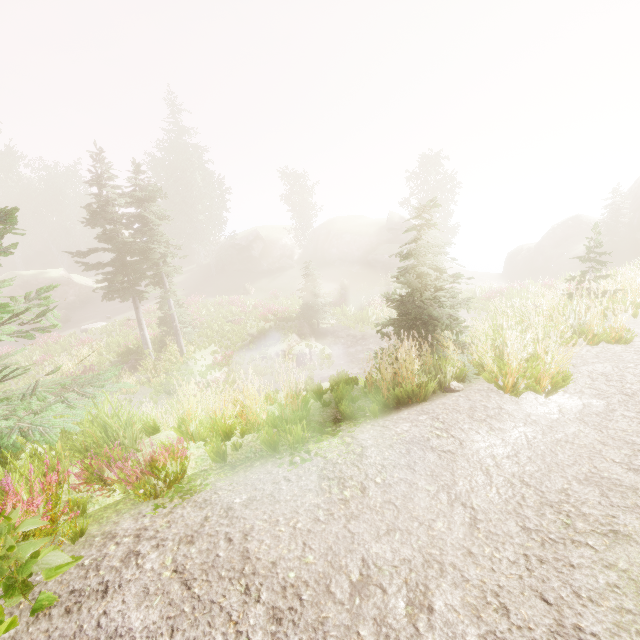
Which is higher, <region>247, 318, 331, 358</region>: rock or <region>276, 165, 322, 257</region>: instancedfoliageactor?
<region>276, 165, 322, 257</region>: instancedfoliageactor

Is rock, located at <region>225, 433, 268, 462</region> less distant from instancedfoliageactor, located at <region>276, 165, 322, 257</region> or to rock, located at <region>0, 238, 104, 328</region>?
instancedfoliageactor, located at <region>276, 165, 322, 257</region>

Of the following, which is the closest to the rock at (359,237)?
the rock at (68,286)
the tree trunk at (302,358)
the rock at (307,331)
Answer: the rock at (68,286)

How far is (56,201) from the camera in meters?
44.9 m

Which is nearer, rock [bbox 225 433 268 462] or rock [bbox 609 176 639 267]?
rock [bbox 225 433 268 462]

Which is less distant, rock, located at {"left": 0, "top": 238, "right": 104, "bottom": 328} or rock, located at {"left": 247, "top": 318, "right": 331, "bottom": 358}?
rock, located at {"left": 247, "top": 318, "right": 331, "bottom": 358}

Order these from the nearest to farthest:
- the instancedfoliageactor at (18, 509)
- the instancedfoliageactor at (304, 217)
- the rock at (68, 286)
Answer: the instancedfoliageactor at (18, 509)
the rock at (68, 286)
the instancedfoliageactor at (304, 217)

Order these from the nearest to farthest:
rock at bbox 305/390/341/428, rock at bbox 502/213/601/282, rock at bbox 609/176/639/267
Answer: rock at bbox 305/390/341/428 → rock at bbox 609/176/639/267 → rock at bbox 502/213/601/282
